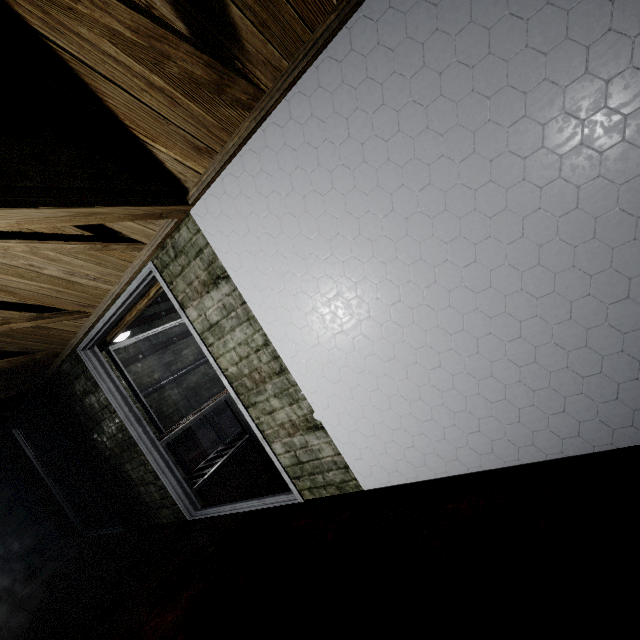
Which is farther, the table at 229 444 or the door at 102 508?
the door at 102 508

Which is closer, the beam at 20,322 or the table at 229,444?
the beam at 20,322

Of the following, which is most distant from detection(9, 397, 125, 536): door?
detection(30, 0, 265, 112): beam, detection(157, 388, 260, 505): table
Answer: detection(30, 0, 265, 112): beam

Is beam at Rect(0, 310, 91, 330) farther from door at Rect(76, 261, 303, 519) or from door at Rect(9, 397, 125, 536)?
door at Rect(9, 397, 125, 536)

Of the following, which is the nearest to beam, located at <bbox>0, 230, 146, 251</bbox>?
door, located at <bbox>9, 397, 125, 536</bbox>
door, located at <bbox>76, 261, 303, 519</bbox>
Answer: door, located at <bbox>76, 261, 303, 519</bbox>

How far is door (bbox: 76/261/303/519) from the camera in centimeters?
223cm

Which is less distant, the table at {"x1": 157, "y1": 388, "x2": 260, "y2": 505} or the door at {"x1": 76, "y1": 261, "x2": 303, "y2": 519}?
the door at {"x1": 76, "y1": 261, "x2": 303, "y2": 519}

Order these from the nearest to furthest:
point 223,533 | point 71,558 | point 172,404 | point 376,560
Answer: point 376,560
point 223,533
point 71,558
point 172,404
